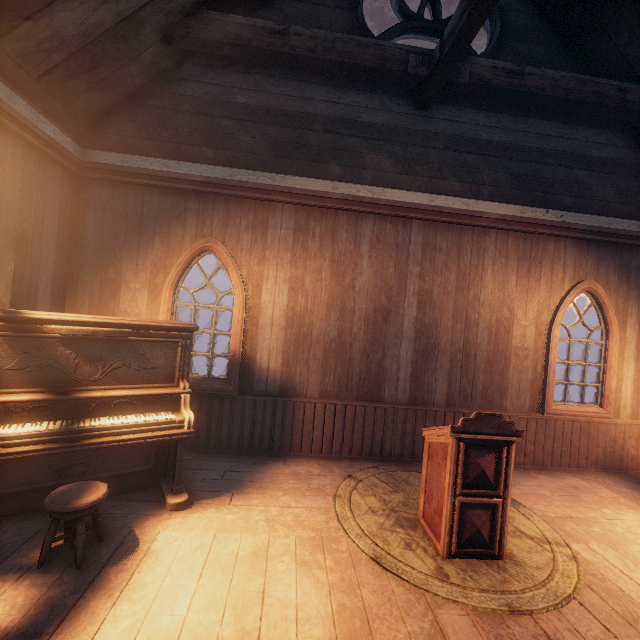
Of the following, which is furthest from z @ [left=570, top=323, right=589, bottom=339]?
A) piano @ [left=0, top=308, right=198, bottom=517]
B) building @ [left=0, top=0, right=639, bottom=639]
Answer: piano @ [left=0, top=308, right=198, bottom=517]

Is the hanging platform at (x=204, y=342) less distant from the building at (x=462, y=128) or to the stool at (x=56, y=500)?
the building at (x=462, y=128)

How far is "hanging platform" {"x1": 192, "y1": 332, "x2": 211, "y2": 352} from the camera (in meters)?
7.39

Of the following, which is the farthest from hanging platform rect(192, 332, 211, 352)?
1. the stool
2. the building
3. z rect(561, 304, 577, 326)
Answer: the stool

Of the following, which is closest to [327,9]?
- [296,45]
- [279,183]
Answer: [296,45]

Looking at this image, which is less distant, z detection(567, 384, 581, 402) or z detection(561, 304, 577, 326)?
z detection(567, 384, 581, 402)

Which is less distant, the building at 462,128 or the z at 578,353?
the building at 462,128

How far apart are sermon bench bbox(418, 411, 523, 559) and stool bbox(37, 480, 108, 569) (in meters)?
2.88
